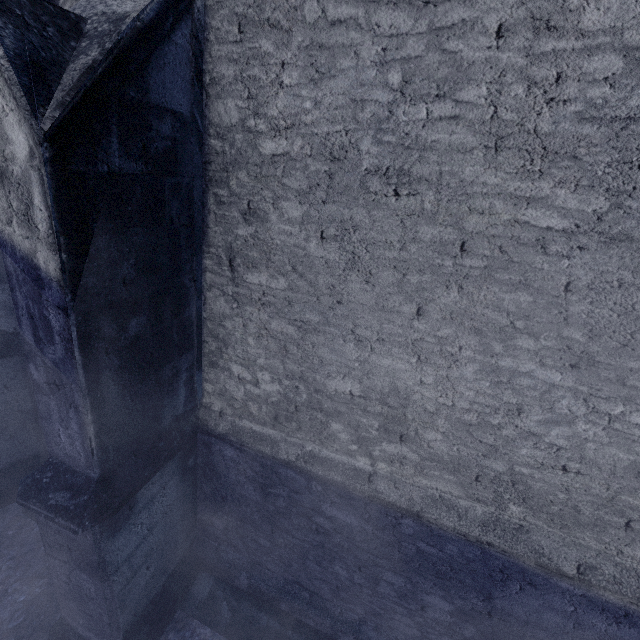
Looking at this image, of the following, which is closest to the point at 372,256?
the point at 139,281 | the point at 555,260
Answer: the point at 555,260
